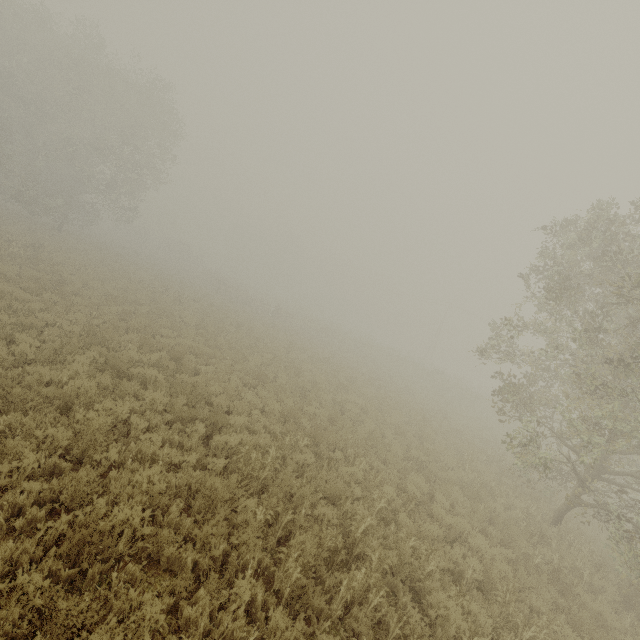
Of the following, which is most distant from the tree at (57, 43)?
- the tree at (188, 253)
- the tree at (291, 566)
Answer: the tree at (291, 566)

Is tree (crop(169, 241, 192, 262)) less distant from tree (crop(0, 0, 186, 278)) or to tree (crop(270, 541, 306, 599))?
tree (crop(0, 0, 186, 278))

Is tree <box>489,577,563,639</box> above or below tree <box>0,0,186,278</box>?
below

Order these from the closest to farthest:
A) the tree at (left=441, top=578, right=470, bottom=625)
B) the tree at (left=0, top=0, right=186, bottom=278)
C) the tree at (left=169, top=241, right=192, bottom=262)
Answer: the tree at (left=441, top=578, right=470, bottom=625) < the tree at (left=0, top=0, right=186, bottom=278) < the tree at (left=169, top=241, right=192, bottom=262)

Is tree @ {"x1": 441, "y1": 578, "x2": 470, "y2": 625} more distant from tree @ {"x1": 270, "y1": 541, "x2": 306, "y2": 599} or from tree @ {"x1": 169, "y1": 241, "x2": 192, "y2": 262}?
tree @ {"x1": 270, "y1": 541, "x2": 306, "y2": 599}

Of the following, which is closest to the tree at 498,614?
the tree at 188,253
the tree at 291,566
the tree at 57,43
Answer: the tree at 188,253

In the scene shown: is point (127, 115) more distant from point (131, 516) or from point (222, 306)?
point (131, 516)

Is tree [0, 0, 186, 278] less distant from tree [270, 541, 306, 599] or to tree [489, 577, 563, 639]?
tree [270, 541, 306, 599]
